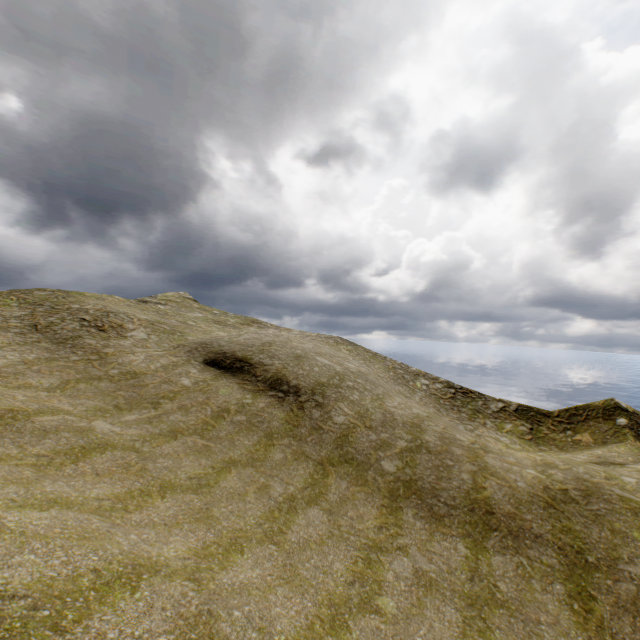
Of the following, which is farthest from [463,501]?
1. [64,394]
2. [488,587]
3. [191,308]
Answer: [191,308]
